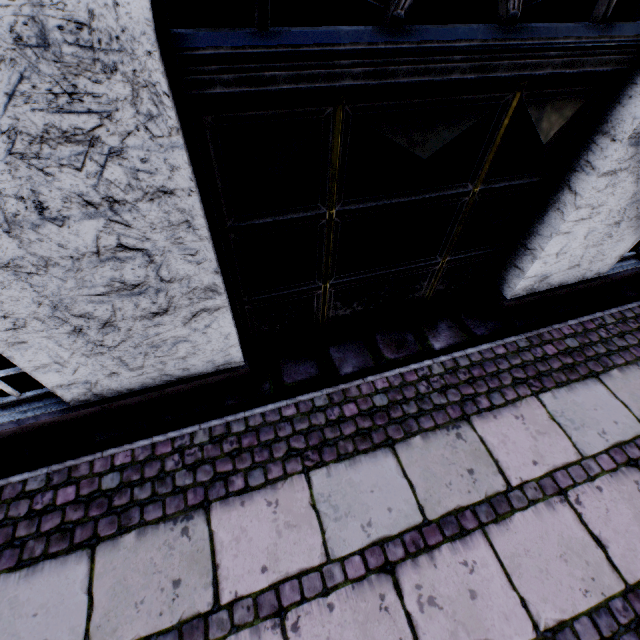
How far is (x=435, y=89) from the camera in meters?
1.6
